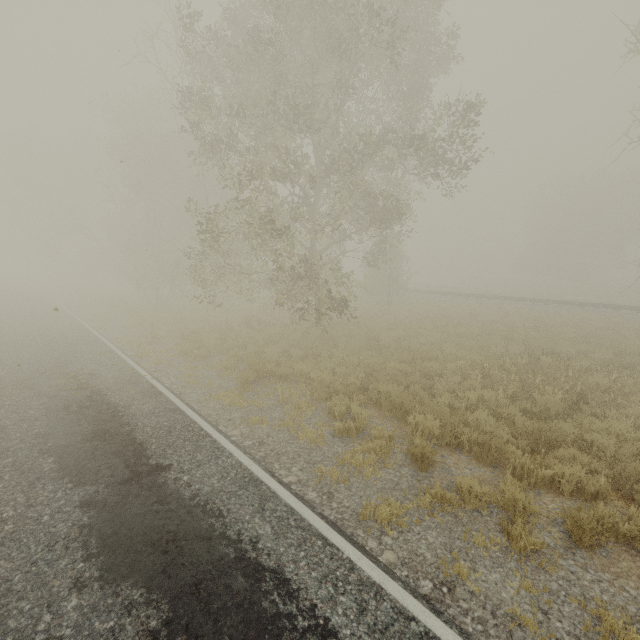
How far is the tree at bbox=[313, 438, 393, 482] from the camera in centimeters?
564cm

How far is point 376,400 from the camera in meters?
8.8

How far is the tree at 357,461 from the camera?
5.6m

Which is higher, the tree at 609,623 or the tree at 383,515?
the tree at 383,515

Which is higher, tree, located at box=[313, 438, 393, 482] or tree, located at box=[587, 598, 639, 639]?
tree, located at box=[587, 598, 639, 639]

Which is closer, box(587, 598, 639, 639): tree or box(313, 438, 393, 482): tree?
box(587, 598, 639, 639): tree
